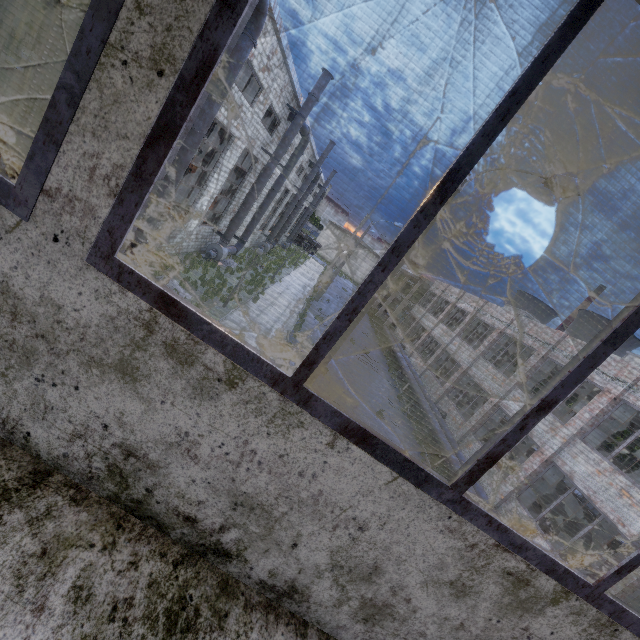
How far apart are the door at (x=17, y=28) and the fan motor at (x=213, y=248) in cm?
6507

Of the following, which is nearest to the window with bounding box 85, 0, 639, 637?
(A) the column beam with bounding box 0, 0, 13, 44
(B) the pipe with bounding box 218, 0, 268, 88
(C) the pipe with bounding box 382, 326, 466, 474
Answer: (C) the pipe with bounding box 382, 326, 466, 474

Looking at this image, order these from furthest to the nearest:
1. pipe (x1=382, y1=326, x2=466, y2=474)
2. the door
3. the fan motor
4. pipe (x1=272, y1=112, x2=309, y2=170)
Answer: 1. the door
2. the fan motor
3. pipe (x1=272, y1=112, x2=309, y2=170)
4. pipe (x1=382, y1=326, x2=466, y2=474)

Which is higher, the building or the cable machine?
the building

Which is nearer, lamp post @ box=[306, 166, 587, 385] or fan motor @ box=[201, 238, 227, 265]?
lamp post @ box=[306, 166, 587, 385]

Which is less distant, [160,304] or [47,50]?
[160,304]

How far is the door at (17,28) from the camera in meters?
50.2 m

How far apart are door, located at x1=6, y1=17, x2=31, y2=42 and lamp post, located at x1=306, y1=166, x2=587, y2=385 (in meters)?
79.06
